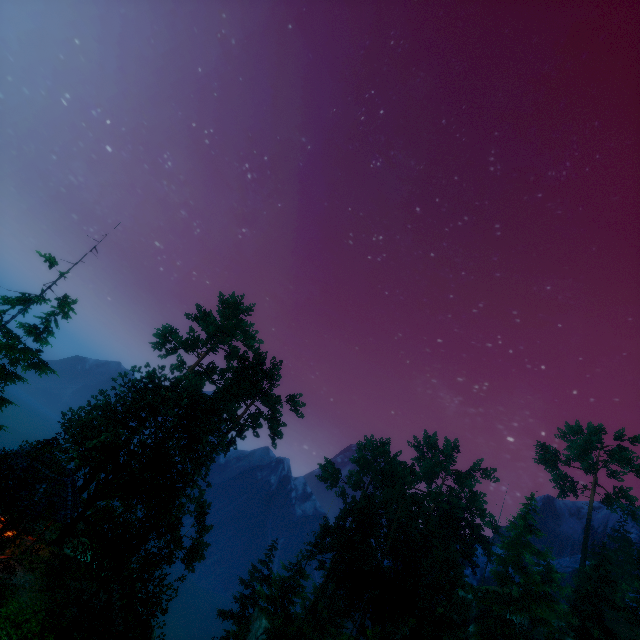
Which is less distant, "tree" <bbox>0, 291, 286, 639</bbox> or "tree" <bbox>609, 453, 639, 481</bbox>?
"tree" <bbox>0, 291, 286, 639</bbox>

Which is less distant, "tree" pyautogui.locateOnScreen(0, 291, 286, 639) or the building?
"tree" pyautogui.locateOnScreen(0, 291, 286, 639)

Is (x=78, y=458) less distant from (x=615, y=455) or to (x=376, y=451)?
(x=376, y=451)

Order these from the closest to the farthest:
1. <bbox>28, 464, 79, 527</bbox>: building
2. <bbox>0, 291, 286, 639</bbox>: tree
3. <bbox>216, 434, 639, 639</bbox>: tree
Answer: → <bbox>0, 291, 286, 639</bbox>: tree, <bbox>28, 464, 79, 527</bbox>: building, <bbox>216, 434, 639, 639</bbox>: tree

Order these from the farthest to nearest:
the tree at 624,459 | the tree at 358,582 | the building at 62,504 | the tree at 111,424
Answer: the tree at 624,459 → the tree at 358,582 → the building at 62,504 → the tree at 111,424

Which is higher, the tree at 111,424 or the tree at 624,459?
the tree at 624,459

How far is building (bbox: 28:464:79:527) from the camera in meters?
18.7
